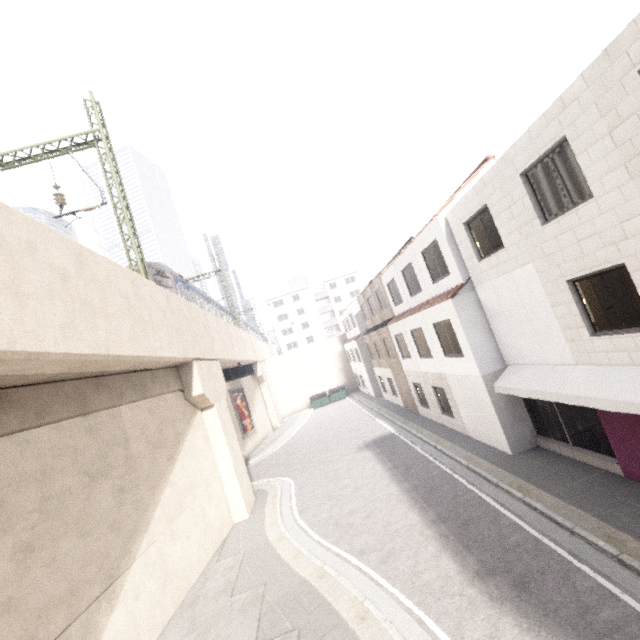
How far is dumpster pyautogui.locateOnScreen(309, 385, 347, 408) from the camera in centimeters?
3700cm

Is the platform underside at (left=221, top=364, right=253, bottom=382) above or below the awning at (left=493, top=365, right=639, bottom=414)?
above

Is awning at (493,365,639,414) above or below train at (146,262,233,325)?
below

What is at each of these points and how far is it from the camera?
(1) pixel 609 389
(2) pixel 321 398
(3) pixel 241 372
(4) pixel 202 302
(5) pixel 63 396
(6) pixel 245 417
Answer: (1) awning, 7.1m
(2) dumpster, 37.1m
(3) platform underside, 29.9m
(4) train, 23.2m
(5) concrete pillar, 7.9m
(6) sign, 26.5m

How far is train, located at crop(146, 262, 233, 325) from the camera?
16.80m

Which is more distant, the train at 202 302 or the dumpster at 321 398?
the dumpster at 321 398

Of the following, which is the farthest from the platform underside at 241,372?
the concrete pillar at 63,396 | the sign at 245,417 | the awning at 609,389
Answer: the awning at 609,389

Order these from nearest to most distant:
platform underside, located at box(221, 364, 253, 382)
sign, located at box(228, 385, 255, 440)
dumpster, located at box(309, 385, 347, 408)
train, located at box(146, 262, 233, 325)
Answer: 1. train, located at box(146, 262, 233, 325)
2. sign, located at box(228, 385, 255, 440)
3. platform underside, located at box(221, 364, 253, 382)
4. dumpster, located at box(309, 385, 347, 408)
